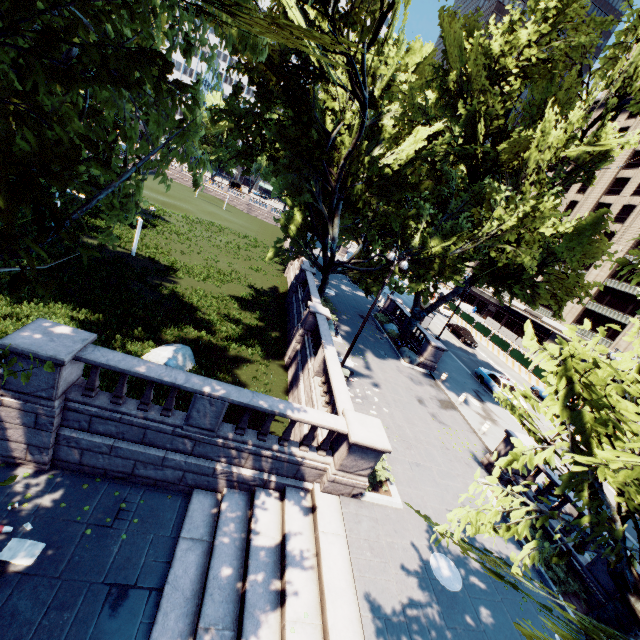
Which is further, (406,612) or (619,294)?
(619,294)

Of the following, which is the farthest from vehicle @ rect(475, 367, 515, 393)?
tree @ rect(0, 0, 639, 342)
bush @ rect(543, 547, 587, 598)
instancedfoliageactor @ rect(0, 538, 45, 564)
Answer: instancedfoliageactor @ rect(0, 538, 45, 564)

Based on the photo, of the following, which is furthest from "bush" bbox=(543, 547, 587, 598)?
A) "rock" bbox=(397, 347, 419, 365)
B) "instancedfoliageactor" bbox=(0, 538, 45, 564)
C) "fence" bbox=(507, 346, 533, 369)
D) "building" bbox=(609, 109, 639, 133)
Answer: "building" bbox=(609, 109, 639, 133)

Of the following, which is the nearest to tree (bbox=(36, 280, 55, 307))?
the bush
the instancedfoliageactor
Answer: the bush

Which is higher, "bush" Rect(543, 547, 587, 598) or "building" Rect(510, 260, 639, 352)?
"building" Rect(510, 260, 639, 352)

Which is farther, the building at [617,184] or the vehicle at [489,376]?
the building at [617,184]

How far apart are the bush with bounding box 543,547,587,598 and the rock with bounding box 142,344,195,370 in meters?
15.3 m

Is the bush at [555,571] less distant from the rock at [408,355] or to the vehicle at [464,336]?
the rock at [408,355]
